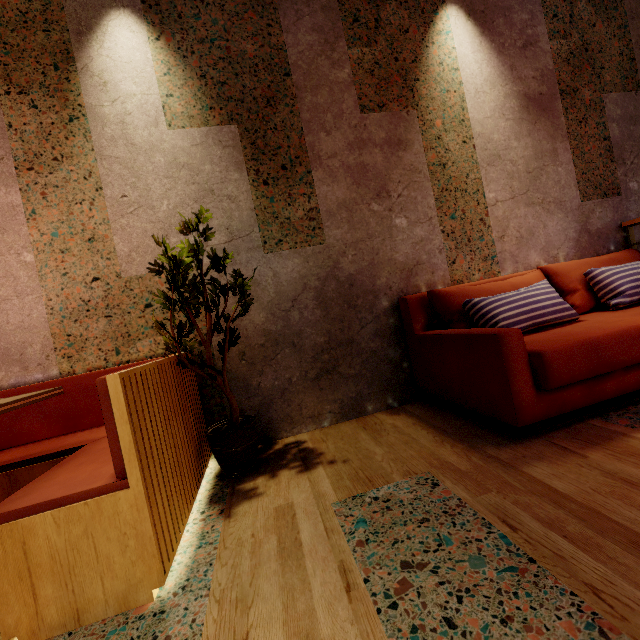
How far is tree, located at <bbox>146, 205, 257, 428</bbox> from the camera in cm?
180

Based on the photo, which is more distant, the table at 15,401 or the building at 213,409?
the building at 213,409

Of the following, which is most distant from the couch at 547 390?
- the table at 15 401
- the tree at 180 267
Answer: the table at 15 401

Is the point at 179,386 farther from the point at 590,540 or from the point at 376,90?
the point at 376,90

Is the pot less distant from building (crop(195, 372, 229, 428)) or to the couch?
building (crop(195, 372, 229, 428))

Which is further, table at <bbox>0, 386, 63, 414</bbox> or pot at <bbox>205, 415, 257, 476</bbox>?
pot at <bbox>205, 415, 257, 476</bbox>

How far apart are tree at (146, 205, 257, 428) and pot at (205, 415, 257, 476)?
0.1 meters

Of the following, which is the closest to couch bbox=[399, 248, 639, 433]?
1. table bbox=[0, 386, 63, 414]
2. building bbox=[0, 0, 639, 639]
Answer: building bbox=[0, 0, 639, 639]
